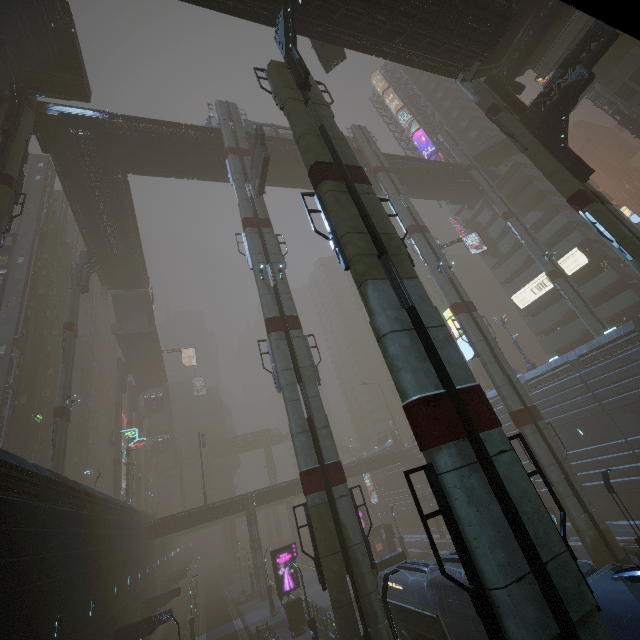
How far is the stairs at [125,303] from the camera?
46.4 meters

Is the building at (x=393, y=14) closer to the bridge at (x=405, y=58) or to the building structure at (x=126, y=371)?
the bridge at (x=405, y=58)

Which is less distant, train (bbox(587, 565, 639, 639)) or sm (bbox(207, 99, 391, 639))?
train (bbox(587, 565, 639, 639))

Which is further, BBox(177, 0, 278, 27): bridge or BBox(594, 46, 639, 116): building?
Answer: BBox(594, 46, 639, 116): building

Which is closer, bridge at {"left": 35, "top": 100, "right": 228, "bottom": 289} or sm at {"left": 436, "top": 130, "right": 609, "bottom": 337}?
bridge at {"left": 35, "top": 100, "right": 228, "bottom": 289}

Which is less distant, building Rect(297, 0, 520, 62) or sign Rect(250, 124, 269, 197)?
building Rect(297, 0, 520, 62)

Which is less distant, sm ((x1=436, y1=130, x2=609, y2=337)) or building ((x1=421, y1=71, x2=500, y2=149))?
sm ((x1=436, y1=130, x2=609, y2=337))

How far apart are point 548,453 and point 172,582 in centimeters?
5348cm
